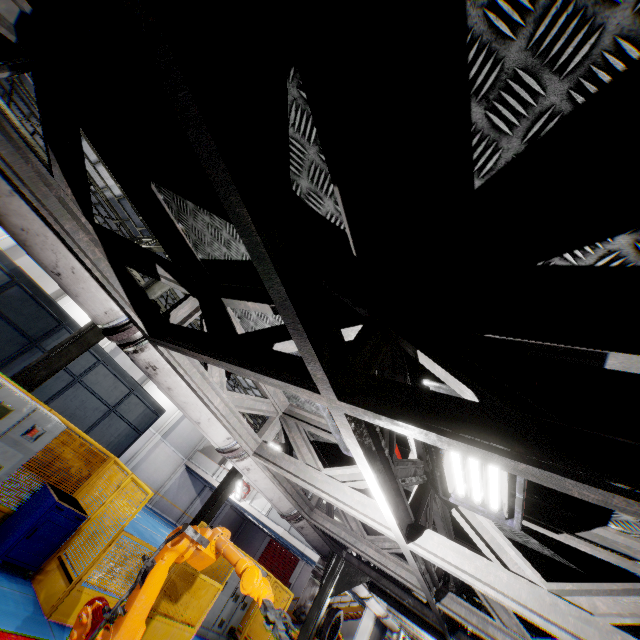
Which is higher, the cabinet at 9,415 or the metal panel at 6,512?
the cabinet at 9,415

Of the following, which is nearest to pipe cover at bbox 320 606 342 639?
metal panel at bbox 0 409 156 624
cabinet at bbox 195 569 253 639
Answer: metal panel at bbox 0 409 156 624

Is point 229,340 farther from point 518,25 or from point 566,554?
point 566,554

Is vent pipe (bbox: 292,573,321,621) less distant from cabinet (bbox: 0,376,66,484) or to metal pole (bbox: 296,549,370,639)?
metal pole (bbox: 296,549,370,639)

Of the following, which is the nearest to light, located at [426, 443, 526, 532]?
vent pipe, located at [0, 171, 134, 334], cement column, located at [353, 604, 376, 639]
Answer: vent pipe, located at [0, 171, 134, 334]

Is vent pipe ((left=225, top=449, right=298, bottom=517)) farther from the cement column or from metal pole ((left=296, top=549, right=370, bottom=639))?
the cement column

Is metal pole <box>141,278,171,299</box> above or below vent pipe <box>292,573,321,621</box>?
above

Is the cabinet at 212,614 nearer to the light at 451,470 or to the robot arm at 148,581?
the robot arm at 148,581
